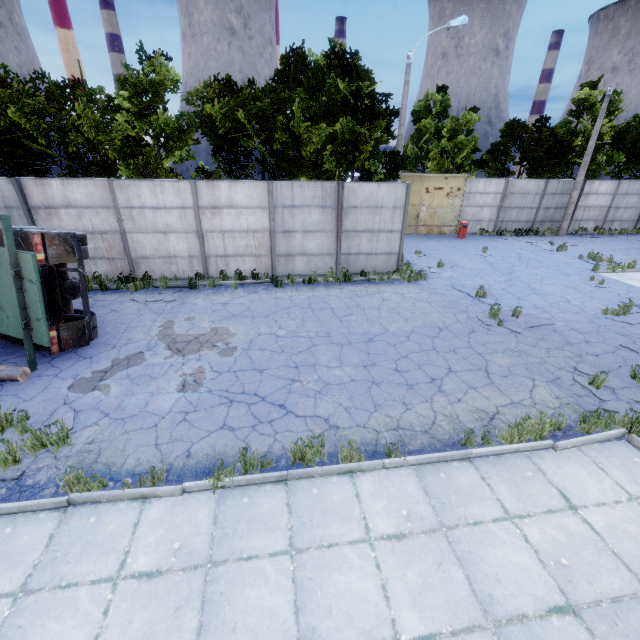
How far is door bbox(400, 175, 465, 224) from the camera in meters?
21.2 m

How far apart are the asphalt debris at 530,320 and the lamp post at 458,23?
8.5m

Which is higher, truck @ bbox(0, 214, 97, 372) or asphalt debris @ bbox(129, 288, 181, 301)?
truck @ bbox(0, 214, 97, 372)

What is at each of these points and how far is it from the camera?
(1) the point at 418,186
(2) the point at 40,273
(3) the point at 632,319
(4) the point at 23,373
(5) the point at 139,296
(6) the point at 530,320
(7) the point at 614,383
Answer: (1) door, 21.3m
(2) truck, 6.9m
(3) asphalt debris, 10.3m
(4) log, 6.8m
(5) asphalt debris, 11.2m
(6) asphalt debris, 10.1m
(7) asphalt debris, 7.2m

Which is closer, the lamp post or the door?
the lamp post

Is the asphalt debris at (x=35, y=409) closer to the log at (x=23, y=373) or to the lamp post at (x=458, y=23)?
the log at (x=23, y=373)

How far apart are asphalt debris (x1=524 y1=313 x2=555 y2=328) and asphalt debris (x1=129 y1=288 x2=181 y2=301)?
10.3 meters

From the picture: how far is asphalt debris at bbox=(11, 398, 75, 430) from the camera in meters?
5.8 m
